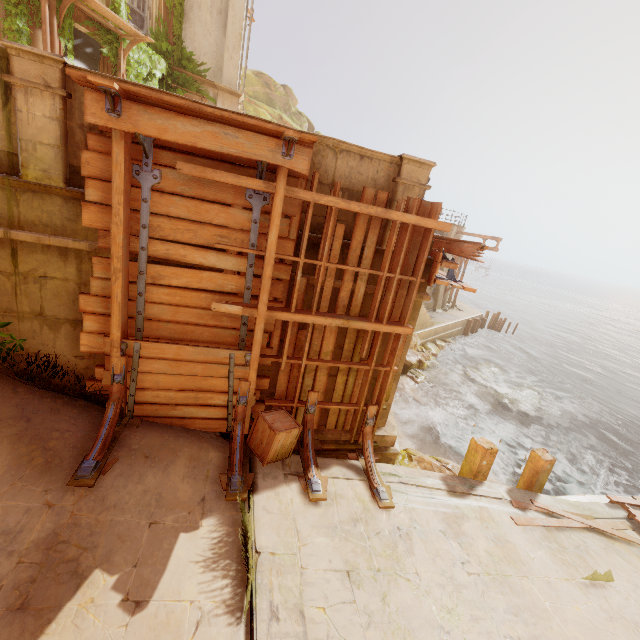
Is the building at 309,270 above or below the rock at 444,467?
above

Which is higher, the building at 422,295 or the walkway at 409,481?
the building at 422,295

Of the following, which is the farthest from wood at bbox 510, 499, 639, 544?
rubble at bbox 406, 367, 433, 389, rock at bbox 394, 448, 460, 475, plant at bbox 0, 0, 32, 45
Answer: plant at bbox 0, 0, 32, 45

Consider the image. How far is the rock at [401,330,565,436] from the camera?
15.9 meters

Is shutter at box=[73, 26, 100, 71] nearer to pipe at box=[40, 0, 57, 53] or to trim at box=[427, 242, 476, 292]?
pipe at box=[40, 0, 57, 53]

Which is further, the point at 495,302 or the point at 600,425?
the point at 495,302

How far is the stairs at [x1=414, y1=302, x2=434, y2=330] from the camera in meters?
19.2 m

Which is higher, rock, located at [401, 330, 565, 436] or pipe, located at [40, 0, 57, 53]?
pipe, located at [40, 0, 57, 53]
